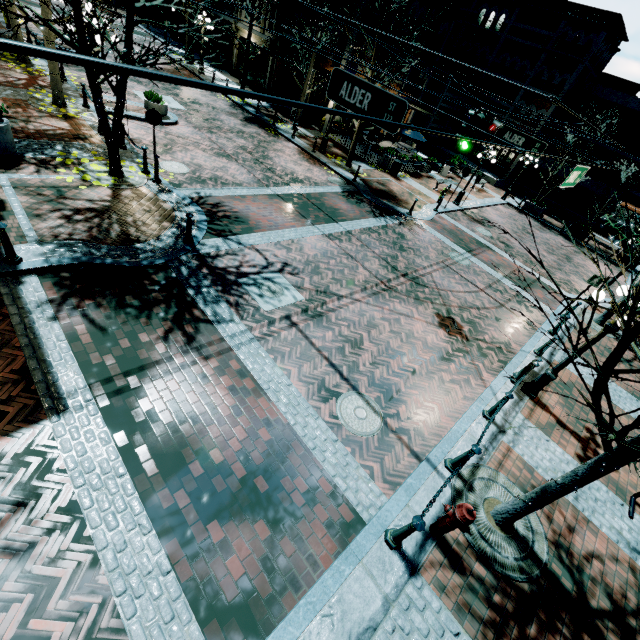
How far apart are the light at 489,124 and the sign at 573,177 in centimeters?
213cm

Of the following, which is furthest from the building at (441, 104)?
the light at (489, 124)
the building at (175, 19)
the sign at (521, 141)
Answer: the light at (489, 124)

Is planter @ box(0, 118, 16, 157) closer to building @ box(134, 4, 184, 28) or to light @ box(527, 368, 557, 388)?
building @ box(134, 4, 184, 28)

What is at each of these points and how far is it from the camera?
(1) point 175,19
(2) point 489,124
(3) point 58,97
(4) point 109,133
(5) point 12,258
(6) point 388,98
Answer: (1) building, 31.3m
(2) light, 8.0m
(3) tree, 12.4m
(4) tree, 9.4m
(5) chain link post, 6.4m
(6) sign, 5.0m

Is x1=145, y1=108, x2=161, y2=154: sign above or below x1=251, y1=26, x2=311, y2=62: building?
below

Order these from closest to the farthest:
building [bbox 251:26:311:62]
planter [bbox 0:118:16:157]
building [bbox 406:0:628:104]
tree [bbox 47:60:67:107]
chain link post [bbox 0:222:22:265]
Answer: chain link post [bbox 0:222:22:265], planter [bbox 0:118:16:157], tree [bbox 47:60:67:107], building [bbox 251:26:311:62], building [bbox 406:0:628:104]

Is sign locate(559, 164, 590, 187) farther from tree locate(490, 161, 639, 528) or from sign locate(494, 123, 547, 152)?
sign locate(494, 123, 547, 152)

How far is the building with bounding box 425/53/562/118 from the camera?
26.69m
